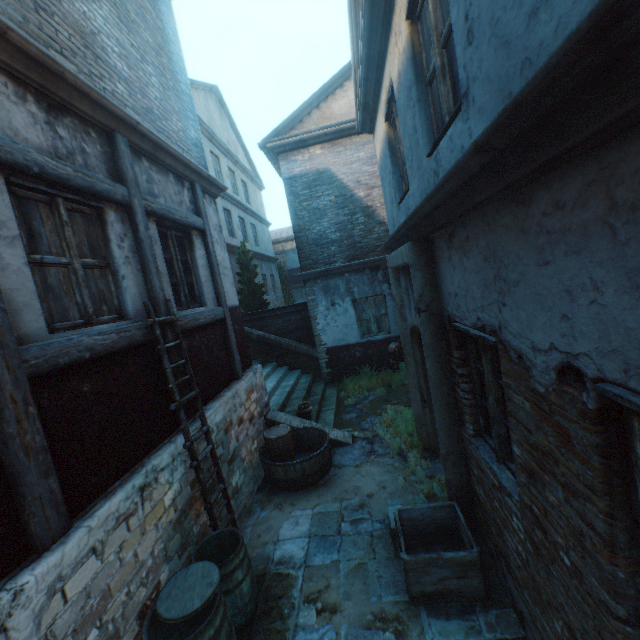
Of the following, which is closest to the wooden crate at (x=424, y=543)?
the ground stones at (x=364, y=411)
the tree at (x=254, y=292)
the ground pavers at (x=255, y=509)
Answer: the ground pavers at (x=255, y=509)

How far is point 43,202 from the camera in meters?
3.0

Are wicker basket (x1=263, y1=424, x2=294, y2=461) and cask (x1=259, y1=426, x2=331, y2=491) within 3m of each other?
yes

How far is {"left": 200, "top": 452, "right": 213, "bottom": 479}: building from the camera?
4.3 meters

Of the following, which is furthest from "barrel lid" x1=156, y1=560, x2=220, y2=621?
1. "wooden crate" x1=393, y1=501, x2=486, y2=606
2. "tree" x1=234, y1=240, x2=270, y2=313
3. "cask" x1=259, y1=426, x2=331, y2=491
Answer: "tree" x1=234, y1=240, x2=270, y2=313

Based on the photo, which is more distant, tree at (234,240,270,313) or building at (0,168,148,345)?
tree at (234,240,270,313)

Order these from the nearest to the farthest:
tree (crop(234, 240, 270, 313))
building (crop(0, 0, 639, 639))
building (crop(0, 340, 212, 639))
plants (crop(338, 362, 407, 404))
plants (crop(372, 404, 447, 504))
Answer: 1. building (crop(0, 0, 639, 639))
2. building (crop(0, 340, 212, 639))
3. plants (crop(372, 404, 447, 504))
4. plants (crop(338, 362, 407, 404))
5. tree (crop(234, 240, 270, 313))

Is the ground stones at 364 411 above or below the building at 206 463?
below
